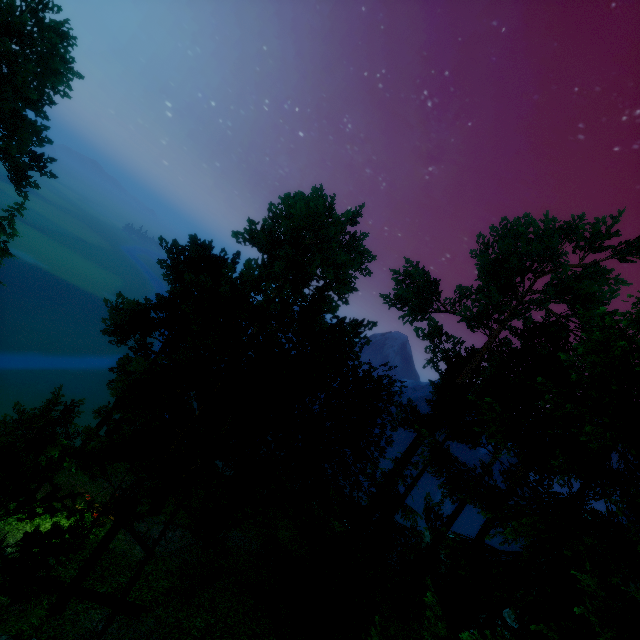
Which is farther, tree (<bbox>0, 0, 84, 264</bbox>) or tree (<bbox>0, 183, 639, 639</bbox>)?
tree (<bbox>0, 0, 84, 264</bbox>)

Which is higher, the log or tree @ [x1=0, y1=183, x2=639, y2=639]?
tree @ [x1=0, y1=183, x2=639, y2=639]

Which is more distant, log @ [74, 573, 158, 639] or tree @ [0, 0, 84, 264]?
tree @ [0, 0, 84, 264]

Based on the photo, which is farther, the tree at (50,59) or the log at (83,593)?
the tree at (50,59)

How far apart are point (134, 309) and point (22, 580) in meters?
11.0 m

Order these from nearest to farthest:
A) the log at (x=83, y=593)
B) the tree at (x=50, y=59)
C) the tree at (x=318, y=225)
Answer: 1. the tree at (x=318, y=225)
2. the log at (x=83, y=593)
3. the tree at (x=50, y=59)
